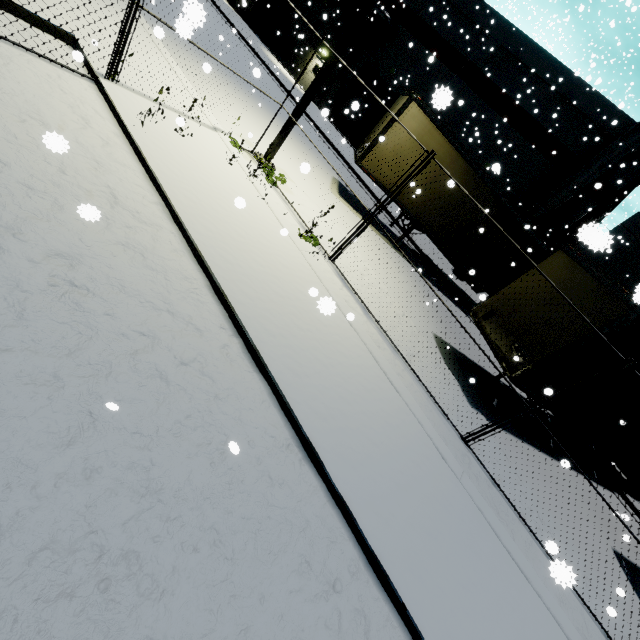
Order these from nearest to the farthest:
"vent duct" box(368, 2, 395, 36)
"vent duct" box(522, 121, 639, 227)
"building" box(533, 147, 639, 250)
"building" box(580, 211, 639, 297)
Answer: "building" box(580, 211, 639, 297) < "vent duct" box(522, 121, 639, 227) < "building" box(533, 147, 639, 250) < "vent duct" box(368, 2, 395, 36)

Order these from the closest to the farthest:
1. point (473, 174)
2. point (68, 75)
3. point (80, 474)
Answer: point (80, 474) → point (68, 75) → point (473, 174)

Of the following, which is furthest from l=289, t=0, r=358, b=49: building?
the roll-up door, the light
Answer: the light

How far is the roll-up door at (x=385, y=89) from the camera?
23.59m

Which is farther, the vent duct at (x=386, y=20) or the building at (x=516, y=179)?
the vent duct at (x=386, y=20)

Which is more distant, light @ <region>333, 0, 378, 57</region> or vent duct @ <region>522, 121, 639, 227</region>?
vent duct @ <region>522, 121, 639, 227</region>

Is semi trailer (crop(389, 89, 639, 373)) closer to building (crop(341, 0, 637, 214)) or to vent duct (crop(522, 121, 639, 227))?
vent duct (crop(522, 121, 639, 227))

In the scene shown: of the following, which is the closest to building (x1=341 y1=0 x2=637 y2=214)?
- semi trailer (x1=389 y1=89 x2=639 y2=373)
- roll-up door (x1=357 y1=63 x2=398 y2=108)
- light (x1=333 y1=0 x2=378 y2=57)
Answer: roll-up door (x1=357 y1=63 x2=398 y2=108)
